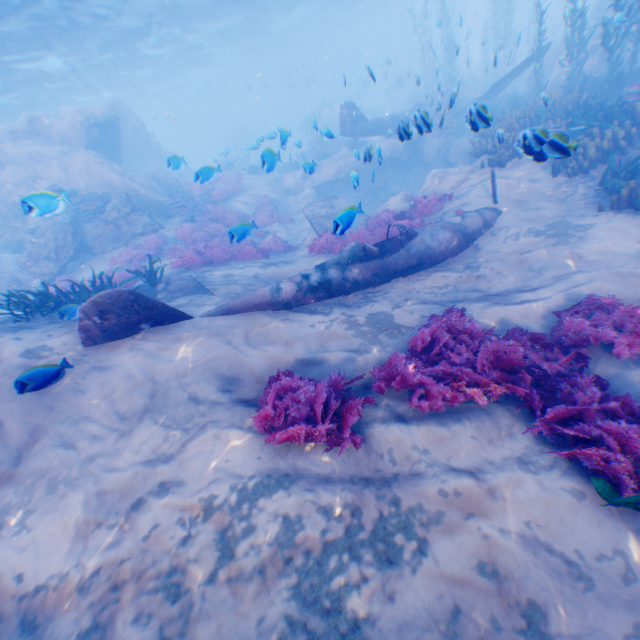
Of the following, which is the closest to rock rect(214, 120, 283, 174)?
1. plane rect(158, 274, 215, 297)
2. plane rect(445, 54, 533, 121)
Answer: plane rect(445, 54, 533, 121)

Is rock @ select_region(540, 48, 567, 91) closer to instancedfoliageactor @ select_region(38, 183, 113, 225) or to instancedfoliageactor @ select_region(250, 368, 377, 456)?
instancedfoliageactor @ select_region(38, 183, 113, 225)

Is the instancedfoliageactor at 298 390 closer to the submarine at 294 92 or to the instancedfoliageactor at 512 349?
the instancedfoliageactor at 512 349

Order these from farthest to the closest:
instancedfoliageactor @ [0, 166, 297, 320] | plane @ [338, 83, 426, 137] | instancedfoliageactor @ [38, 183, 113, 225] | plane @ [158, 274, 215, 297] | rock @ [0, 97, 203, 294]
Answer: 1. rock @ [0, 97, 203, 294]
2. plane @ [158, 274, 215, 297]
3. instancedfoliageactor @ [0, 166, 297, 320]
4. plane @ [338, 83, 426, 137]
5. instancedfoliageactor @ [38, 183, 113, 225]

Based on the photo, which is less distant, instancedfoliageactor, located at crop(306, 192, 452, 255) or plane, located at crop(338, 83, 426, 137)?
plane, located at crop(338, 83, 426, 137)

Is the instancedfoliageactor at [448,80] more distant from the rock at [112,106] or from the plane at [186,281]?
the plane at [186,281]

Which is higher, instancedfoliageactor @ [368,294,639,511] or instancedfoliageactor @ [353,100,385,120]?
instancedfoliageactor @ [353,100,385,120]

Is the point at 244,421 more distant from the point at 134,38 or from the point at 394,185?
the point at 134,38
